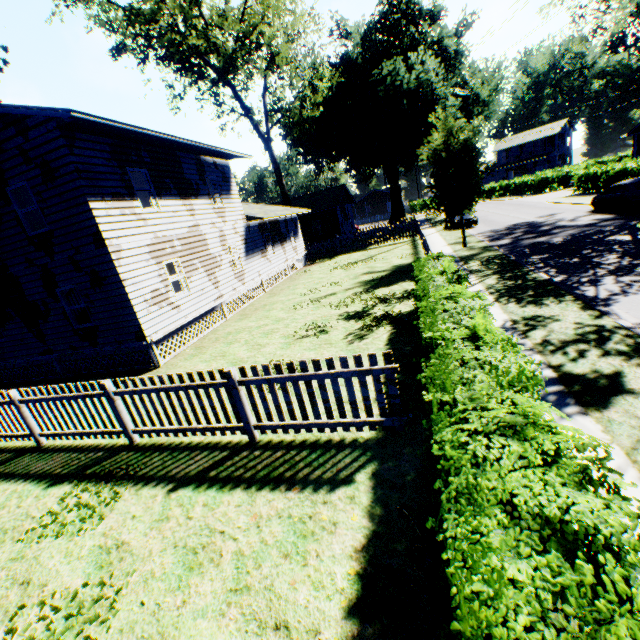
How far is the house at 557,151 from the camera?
57.40m

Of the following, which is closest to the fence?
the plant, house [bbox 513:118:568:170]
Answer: the plant

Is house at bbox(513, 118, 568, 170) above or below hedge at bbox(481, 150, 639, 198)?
above

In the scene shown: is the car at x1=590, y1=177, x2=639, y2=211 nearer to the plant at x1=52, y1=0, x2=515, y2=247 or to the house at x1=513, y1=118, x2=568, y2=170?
the plant at x1=52, y1=0, x2=515, y2=247

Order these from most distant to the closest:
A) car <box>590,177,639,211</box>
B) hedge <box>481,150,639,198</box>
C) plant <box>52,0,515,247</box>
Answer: hedge <box>481,150,639,198</box>
plant <box>52,0,515,247</box>
car <box>590,177,639,211</box>

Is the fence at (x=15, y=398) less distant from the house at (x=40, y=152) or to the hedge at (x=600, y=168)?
the house at (x=40, y=152)

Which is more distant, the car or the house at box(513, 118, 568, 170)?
the house at box(513, 118, 568, 170)

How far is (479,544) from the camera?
2.1m
